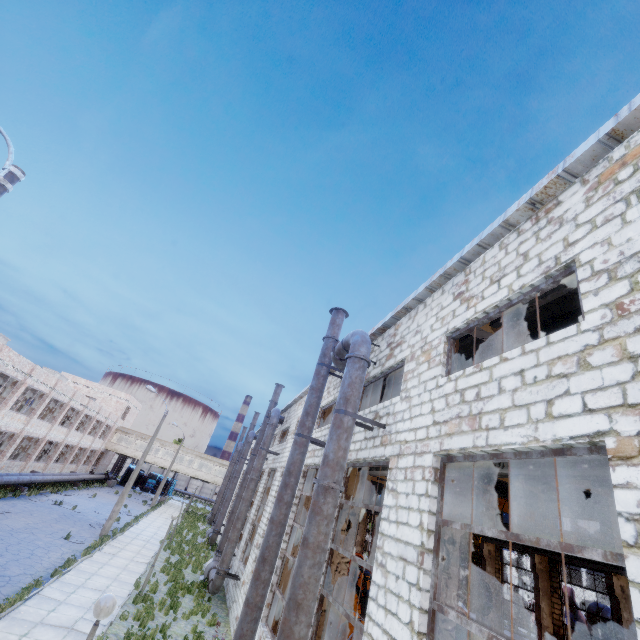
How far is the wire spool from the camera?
16.62m

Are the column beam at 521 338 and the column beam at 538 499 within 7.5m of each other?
no

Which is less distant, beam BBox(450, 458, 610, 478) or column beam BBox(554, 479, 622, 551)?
beam BBox(450, 458, 610, 478)

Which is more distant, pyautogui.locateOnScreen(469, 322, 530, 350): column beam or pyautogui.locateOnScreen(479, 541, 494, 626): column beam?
pyautogui.locateOnScreen(479, 541, 494, 626): column beam

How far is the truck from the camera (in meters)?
54.12

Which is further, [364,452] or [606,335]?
[364,452]

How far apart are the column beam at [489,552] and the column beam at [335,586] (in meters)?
20.48

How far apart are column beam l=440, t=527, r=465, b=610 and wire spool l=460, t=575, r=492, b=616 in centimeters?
1543cm
